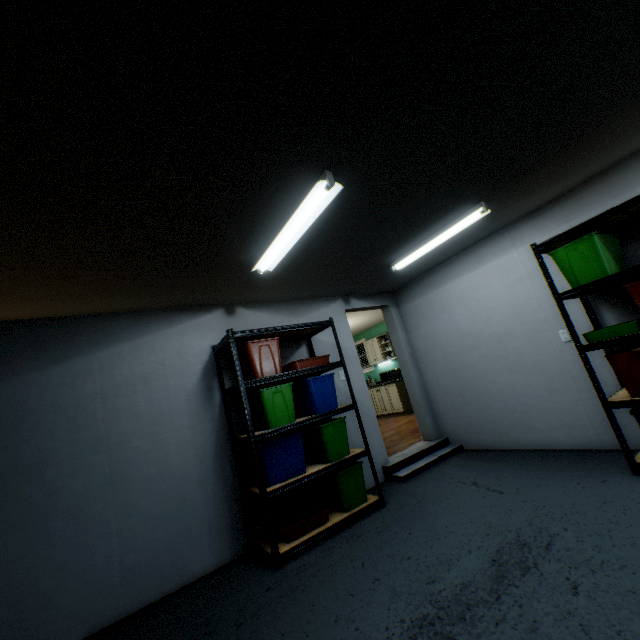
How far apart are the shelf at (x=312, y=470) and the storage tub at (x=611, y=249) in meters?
2.1 m

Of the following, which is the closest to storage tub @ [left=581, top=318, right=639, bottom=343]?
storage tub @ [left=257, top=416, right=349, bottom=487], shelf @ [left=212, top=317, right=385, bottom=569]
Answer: shelf @ [left=212, top=317, right=385, bottom=569]

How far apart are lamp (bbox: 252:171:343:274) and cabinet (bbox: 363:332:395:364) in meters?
6.2

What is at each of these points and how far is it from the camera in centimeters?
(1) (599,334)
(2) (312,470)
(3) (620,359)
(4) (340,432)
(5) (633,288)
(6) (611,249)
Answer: (1) storage tub, 259cm
(2) shelf, 299cm
(3) storage tub, 250cm
(4) storage tub, 325cm
(5) storage tub, 239cm
(6) storage tub, 263cm

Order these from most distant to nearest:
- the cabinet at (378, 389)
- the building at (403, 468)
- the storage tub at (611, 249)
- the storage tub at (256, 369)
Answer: the cabinet at (378, 389), the building at (403, 468), the storage tub at (256, 369), the storage tub at (611, 249)

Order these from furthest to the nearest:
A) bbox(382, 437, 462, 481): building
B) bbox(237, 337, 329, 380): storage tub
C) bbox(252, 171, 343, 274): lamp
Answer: bbox(382, 437, 462, 481): building → bbox(237, 337, 329, 380): storage tub → bbox(252, 171, 343, 274): lamp

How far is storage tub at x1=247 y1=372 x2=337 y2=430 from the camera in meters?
2.9

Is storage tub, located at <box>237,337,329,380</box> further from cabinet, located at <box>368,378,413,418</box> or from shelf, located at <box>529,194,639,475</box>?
cabinet, located at <box>368,378,413,418</box>
